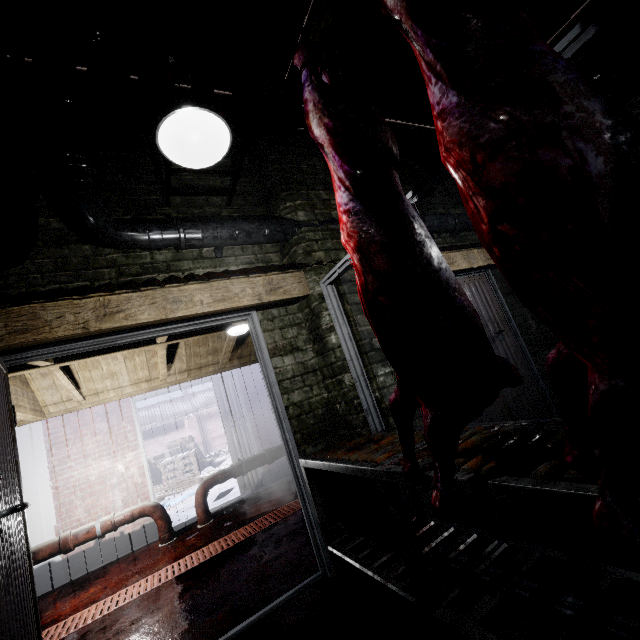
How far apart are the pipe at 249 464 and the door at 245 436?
0.37m

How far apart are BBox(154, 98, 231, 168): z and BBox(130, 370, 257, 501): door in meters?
4.4 m

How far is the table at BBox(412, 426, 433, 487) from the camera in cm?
121

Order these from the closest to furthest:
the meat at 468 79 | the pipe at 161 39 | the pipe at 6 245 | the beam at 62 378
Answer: the meat at 468 79
the pipe at 6 245
the pipe at 161 39
the beam at 62 378

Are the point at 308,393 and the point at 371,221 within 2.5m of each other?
yes

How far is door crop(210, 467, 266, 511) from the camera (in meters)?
4.99

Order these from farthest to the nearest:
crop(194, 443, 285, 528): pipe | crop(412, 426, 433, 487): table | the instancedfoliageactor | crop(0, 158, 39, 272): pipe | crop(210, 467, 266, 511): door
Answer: the instancedfoliageactor, crop(210, 467, 266, 511): door, crop(194, 443, 285, 528): pipe, crop(0, 158, 39, 272): pipe, crop(412, 426, 433, 487): table

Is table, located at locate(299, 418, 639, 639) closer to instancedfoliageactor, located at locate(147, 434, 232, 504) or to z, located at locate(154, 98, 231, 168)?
z, located at locate(154, 98, 231, 168)
